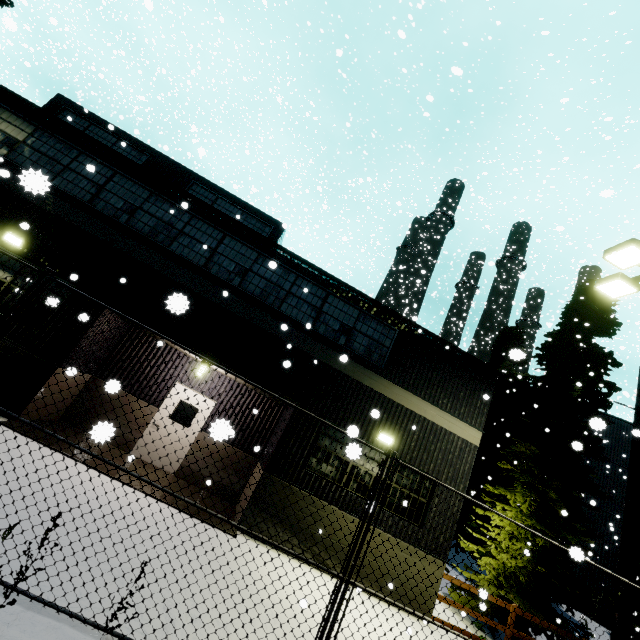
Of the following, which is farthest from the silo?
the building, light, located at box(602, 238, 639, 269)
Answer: light, located at box(602, 238, 639, 269)

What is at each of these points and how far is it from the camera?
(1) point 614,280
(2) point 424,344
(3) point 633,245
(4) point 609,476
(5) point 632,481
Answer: (1) light, 8.4m
(2) building, 11.0m
(3) light, 7.4m
(4) silo, 20.6m
(5) light, 6.1m

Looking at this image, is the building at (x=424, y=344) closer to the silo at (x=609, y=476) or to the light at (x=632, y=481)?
the silo at (x=609, y=476)

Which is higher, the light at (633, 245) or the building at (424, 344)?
the light at (633, 245)

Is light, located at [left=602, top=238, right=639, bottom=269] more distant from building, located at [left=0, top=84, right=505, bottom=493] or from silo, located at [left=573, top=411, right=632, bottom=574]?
silo, located at [left=573, top=411, right=632, bottom=574]

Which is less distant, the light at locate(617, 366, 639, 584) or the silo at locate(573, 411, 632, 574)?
the light at locate(617, 366, 639, 584)
